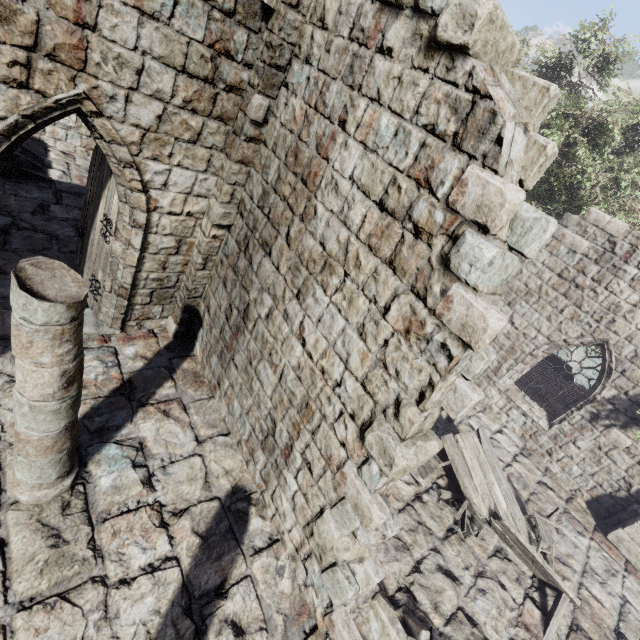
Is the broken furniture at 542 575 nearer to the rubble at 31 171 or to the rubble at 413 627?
the rubble at 413 627

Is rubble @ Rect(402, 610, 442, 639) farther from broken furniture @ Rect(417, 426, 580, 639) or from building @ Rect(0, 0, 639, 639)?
broken furniture @ Rect(417, 426, 580, 639)

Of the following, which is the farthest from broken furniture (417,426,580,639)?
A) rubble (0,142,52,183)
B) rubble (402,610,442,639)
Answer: rubble (0,142,52,183)

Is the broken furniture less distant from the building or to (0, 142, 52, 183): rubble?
the building

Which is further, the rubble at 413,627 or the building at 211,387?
the rubble at 413,627

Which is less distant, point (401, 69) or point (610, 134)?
point (401, 69)

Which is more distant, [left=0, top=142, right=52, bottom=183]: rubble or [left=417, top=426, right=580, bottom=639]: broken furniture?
[left=0, top=142, right=52, bottom=183]: rubble

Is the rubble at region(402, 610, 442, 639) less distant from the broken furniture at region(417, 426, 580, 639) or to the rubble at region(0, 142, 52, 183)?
the broken furniture at region(417, 426, 580, 639)
